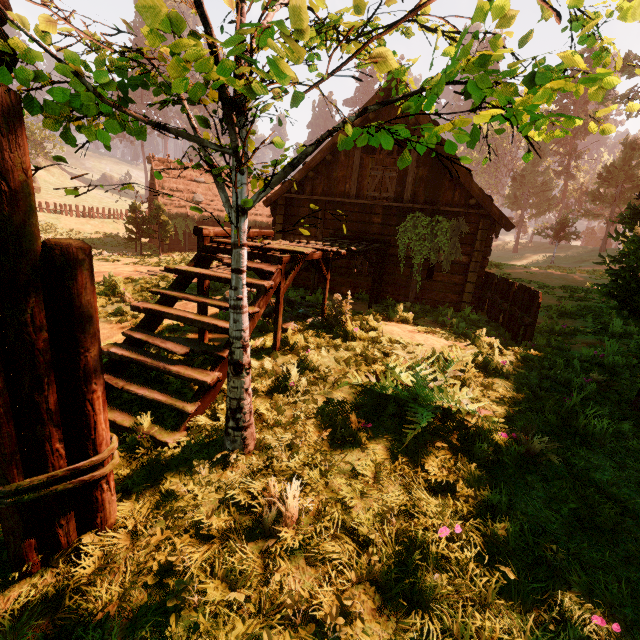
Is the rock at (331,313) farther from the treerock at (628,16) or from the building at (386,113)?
the treerock at (628,16)

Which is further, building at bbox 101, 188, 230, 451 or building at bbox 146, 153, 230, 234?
building at bbox 146, 153, 230, 234

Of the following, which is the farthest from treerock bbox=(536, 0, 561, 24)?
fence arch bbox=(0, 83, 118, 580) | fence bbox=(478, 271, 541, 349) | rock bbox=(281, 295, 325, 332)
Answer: rock bbox=(281, 295, 325, 332)

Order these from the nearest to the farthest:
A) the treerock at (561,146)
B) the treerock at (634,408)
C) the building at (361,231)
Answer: the treerock at (561,146), the treerock at (634,408), the building at (361,231)

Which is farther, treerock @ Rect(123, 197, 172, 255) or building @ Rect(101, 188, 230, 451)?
treerock @ Rect(123, 197, 172, 255)

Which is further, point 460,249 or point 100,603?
point 460,249

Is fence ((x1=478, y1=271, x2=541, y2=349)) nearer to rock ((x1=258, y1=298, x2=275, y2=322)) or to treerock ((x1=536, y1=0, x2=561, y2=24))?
treerock ((x1=536, y1=0, x2=561, y2=24))
